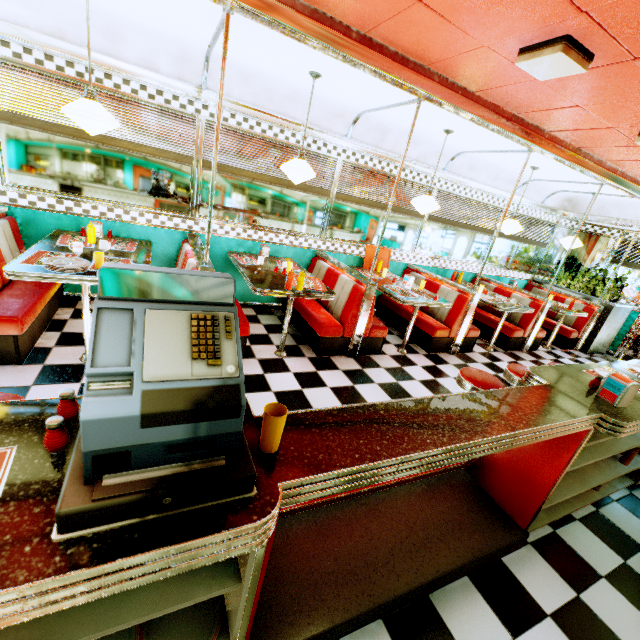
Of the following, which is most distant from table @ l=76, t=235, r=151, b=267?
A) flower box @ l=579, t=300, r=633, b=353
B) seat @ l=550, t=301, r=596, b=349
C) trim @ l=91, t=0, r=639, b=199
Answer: flower box @ l=579, t=300, r=633, b=353

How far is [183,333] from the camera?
0.9 meters

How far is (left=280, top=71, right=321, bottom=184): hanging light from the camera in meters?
3.4

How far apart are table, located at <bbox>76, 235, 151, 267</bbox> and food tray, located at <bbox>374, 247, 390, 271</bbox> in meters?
3.3

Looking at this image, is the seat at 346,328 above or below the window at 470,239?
below

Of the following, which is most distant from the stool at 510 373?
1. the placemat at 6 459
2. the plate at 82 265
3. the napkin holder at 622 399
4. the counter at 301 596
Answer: the plate at 82 265

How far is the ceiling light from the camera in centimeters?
207cm

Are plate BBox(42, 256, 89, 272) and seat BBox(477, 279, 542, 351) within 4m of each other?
no
